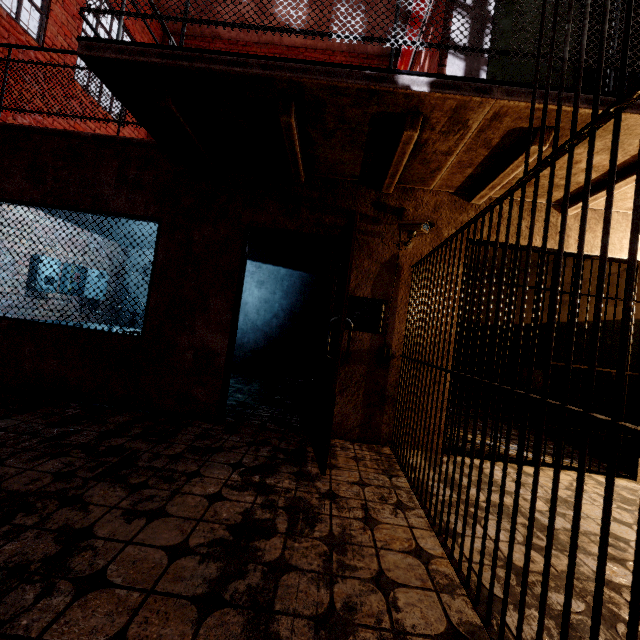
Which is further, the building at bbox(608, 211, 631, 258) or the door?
the building at bbox(608, 211, 631, 258)

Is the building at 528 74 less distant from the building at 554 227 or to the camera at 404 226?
the building at 554 227

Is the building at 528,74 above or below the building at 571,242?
above

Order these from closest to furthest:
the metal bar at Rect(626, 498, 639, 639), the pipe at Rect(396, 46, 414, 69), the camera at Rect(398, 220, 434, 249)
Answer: the metal bar at Rect(626, 498, 639, 639), the camera at Rect(398, 220, 434, 249), the pipe at Rect(396, 46, 414, 69)

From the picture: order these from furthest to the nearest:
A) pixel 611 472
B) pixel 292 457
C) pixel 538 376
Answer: pixel 538 376
pixel 292 457
pixel 611 472

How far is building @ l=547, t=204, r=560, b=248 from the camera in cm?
355

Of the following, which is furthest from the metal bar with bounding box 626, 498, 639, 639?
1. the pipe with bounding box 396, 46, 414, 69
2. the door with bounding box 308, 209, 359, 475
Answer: the door with bounding box 308, 209, 359, 475

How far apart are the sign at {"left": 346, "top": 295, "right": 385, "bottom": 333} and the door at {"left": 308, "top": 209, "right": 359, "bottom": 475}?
0.2m
